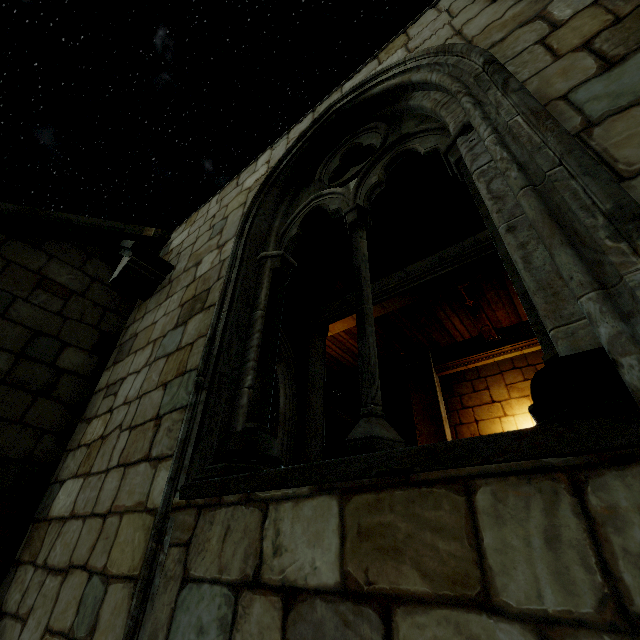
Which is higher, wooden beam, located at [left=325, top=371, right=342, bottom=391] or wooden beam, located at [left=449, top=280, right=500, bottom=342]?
wooden beam, located at [left=325, top=371, right=342, bottom=391]

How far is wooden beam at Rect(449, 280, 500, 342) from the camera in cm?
657

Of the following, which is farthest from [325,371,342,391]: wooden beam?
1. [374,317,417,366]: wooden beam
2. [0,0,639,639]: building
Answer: [374,317,417,366]: wooden beam

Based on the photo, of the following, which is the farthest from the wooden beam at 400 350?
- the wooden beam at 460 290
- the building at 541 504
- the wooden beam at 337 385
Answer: the wooden beam at 337 385

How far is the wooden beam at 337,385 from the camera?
10.2 meters

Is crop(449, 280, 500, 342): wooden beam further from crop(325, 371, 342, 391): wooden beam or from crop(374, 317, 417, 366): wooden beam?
crop(325, 371, 342, 391): wooden beam

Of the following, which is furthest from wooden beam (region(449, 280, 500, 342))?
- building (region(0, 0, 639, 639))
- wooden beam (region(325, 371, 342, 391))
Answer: wooden beam (region(325, 371, 342, 391))

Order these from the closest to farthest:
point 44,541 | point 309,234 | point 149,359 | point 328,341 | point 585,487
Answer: point 585,487 < point 44,541 < point 149,359 < point 309,234 < point 328,341
